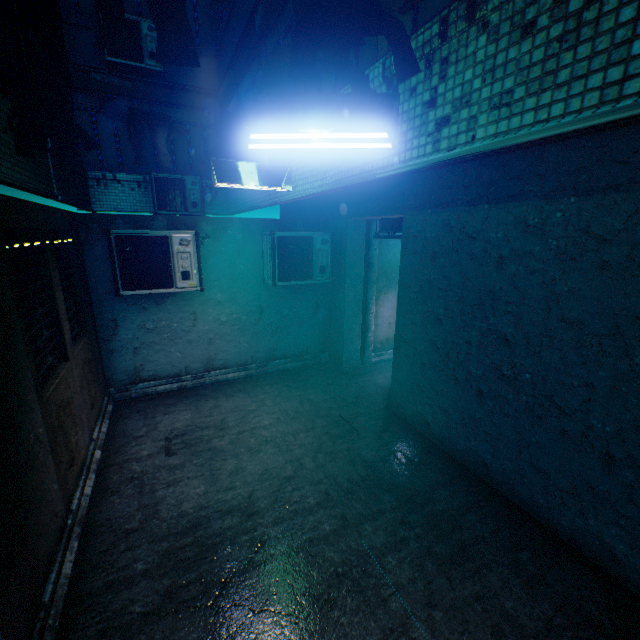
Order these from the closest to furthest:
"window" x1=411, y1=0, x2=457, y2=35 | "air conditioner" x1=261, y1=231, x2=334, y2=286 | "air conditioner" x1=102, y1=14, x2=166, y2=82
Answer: "window" x1=411, y1=0, x2=457, y2=35
"air conditioner" x1=261, y1=231, x2=334, y2=286
"air conditioner" x1=102, y1=14, x2=166, y2=82

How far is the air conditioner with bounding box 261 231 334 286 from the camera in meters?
5.4 m

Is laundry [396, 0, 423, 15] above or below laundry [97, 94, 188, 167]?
above

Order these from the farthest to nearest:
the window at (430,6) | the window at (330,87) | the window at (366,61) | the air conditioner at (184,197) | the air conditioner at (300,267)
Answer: the air conditioner at (184,197) → the air conditioner at (300,267) → the window at (330,87) → the window at (366,61) → the window at (430,6)

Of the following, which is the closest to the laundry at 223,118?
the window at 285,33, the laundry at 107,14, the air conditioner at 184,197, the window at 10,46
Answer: the window at 285,33

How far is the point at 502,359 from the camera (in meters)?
3.35

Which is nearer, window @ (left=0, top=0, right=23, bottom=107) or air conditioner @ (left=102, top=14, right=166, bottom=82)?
window @ (left=0, top=0, right=23, bottom=107)

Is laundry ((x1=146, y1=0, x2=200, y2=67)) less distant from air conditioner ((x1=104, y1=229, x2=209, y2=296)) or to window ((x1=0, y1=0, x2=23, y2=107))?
window ((x1=0, y1=0, x2=23, y2=107))
